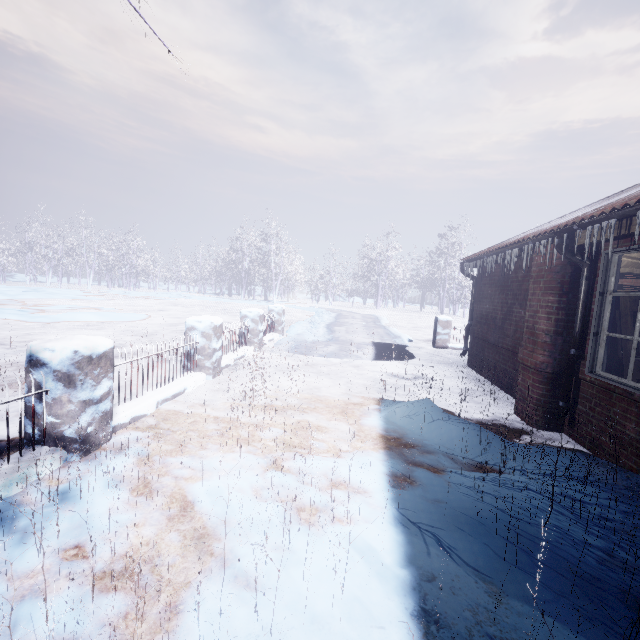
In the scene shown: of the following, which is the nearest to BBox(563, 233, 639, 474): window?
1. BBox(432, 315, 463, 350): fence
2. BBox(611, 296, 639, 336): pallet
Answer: BBox(611, 296, 639, 336): pallet

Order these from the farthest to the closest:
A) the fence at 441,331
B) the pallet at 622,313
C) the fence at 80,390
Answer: the fence at 441,331 < the pallet at 622,313 < the fence at 80,390

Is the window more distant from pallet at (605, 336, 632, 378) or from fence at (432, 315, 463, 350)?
fence at (432, 315, 463, 350)

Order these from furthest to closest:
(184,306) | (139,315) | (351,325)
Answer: (184,306) → (351,325) → (139,315)

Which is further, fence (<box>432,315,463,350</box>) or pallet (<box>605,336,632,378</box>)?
fence (<box>432,315,463,350</box>)

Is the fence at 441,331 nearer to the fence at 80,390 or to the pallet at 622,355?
the fence at 80,390

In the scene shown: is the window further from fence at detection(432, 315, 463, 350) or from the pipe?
fence at detection(432, 315, 463, 350)

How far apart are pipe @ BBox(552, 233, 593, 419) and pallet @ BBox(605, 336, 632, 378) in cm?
21
